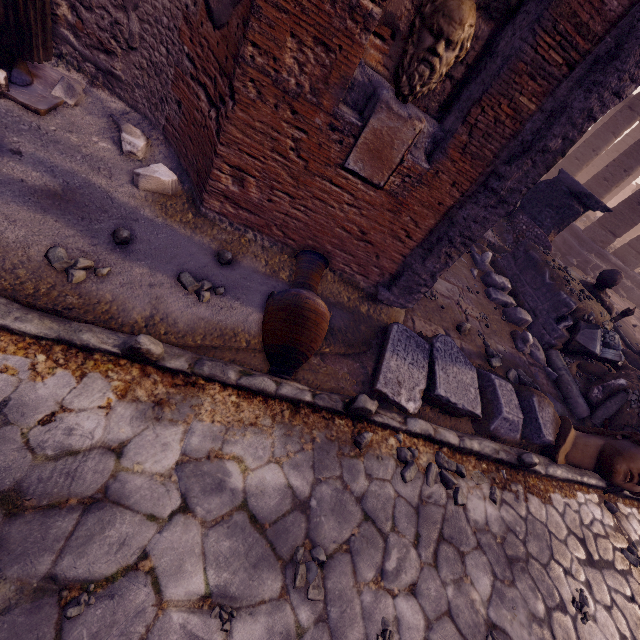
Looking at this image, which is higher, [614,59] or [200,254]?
[614,59]

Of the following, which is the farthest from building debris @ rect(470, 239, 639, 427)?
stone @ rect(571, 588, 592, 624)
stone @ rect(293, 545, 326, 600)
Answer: stone @ rect(293, 545, 326, 600)

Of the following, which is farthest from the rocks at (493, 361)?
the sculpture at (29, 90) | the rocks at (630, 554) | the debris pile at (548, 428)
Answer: the sculpture at (29, 90)

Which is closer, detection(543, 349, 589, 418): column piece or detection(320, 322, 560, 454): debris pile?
detection(320, 322, 560, 454): debris pile

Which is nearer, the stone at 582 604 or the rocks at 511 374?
the stone at 582 604

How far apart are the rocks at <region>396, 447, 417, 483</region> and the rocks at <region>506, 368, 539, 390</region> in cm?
256

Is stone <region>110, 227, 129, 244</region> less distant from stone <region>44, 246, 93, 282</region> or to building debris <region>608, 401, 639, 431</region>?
stone <region>44, 246, 93, 282</region>

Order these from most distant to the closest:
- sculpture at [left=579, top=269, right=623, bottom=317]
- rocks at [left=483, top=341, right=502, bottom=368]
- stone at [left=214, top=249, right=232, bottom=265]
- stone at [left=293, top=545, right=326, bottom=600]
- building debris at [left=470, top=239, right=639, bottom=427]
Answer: sculpture at [left=579, top=269, right=623, bottom=317] → building debris at [left=470, top=239, right=639, bottom=427] → rocks at [left=483, top=341, right=502, bottom=368] → stone at [left=214, top=249, right=232, bottom=265] → stone at [left=293, top=545, right=326, bottom=600]
